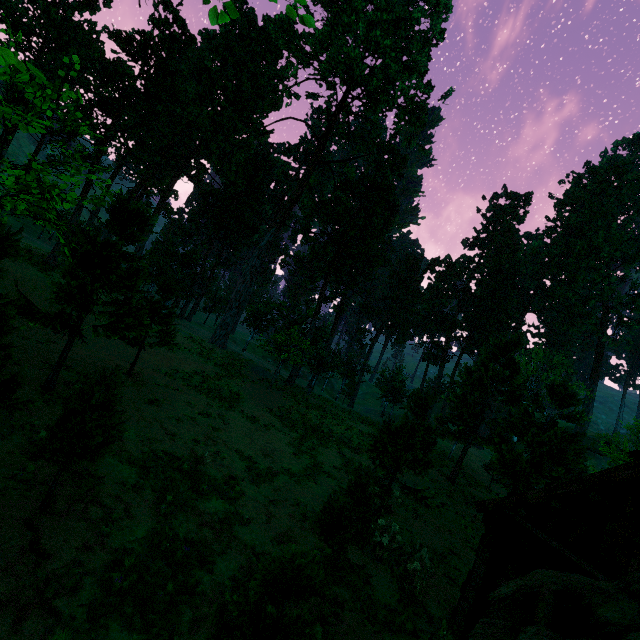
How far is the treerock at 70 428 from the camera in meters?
7.3 m

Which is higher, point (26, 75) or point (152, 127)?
point (152, 127)

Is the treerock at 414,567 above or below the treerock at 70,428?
below

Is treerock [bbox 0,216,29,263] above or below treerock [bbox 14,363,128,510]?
above

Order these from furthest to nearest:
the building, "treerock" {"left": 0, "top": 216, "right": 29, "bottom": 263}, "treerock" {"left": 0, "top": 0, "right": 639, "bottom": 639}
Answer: "treerock" {"left": 0, "top": 0, "right": 639, "bottom": 639} < "treerock" {"left": 0, "top": 216, "right": 29, "bottom": 263} < the building

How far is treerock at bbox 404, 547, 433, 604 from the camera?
9.7 meters

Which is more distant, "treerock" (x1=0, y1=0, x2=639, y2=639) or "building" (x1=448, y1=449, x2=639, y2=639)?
"treerock" (x1=0, y1=0, x2=639, y2=639)
